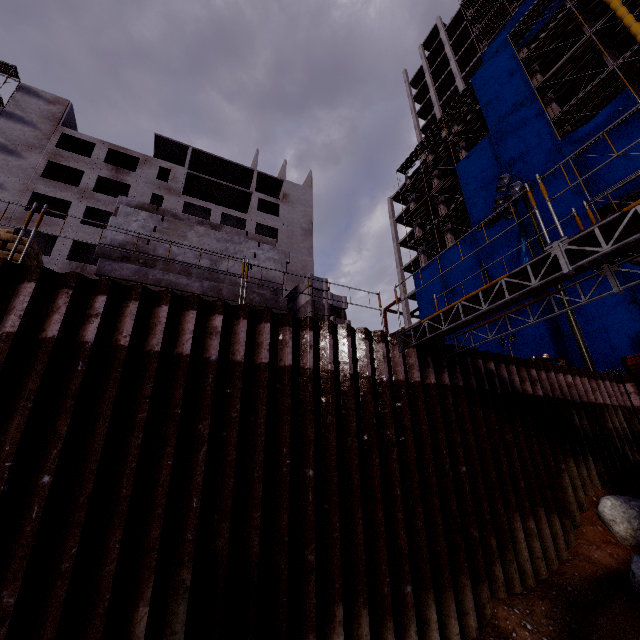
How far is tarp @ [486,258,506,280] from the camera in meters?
24.9 m

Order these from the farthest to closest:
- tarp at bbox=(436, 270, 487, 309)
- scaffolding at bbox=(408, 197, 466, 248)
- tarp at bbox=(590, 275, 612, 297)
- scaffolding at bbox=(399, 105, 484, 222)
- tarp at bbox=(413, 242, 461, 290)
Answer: scaffolding at bbox=(399, 105, 484, 222)
scaffolding at bbox=(408, 197, 466, 248)
tarp at bbox=(413, 242, 461, 290)
tarp at bbox=(436, 270, 487, 309)
tarp at bbox=(590, 275, 612, 297)

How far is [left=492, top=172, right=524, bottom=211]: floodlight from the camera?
17.2 meters

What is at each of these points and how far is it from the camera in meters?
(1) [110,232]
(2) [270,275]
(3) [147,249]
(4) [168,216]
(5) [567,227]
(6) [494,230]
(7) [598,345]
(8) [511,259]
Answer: (1) concrete beam, 6.8 m
(2) concrete beam, 8.2 m
(3) concrete beam, 7.0 m
(4) concrete beam, 8.3 m
(5) tarp, 21.4 m
(6) tarp, 26.2 m
(7) tarp, 18.8 m
(8) tarp, 24.4 m

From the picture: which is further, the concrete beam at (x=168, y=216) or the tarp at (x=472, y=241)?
the tarp at (x=472, y=241)

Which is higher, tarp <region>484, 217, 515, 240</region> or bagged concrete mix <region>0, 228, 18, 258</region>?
tarp <region>484, 217, 515, 240</region>

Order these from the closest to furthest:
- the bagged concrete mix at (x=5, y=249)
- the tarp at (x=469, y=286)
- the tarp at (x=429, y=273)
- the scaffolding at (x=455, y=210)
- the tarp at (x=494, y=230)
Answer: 1. the bagged concrete mix at (x=5, y=249)
2. the tarp at (x=494, y=230)
3. the tarp at (x=469, y=286)
4. the tarp at (x=429, y=273)
5. the scaffolding at (x=455, y=210)

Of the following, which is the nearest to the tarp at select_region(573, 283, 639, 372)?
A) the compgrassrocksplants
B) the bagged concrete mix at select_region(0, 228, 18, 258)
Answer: the compgrassrocksplants
